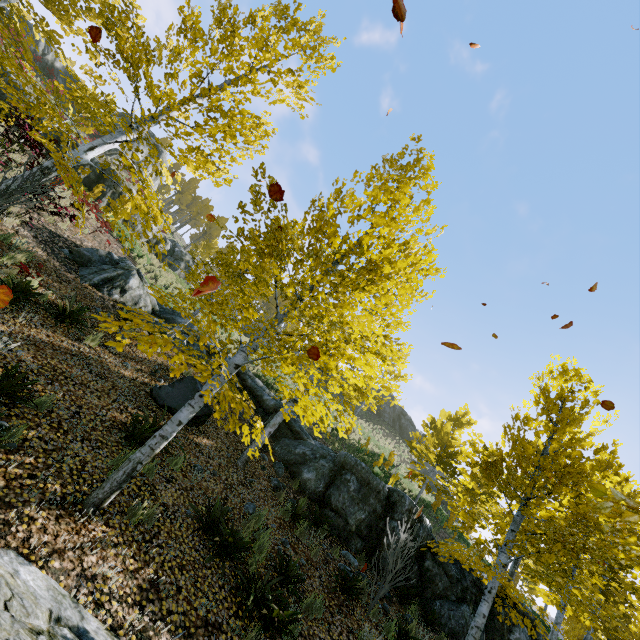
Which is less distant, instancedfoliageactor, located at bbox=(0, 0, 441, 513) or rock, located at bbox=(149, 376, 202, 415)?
instancedfoliageactor, located at bbox=(0, 0, 441, 513)

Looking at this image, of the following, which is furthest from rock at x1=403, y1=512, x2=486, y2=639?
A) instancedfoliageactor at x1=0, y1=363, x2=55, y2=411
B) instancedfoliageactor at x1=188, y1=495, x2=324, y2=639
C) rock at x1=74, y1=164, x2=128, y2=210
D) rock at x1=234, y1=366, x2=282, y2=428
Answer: rock at x1=74, y1=164, x2=128, y2=210

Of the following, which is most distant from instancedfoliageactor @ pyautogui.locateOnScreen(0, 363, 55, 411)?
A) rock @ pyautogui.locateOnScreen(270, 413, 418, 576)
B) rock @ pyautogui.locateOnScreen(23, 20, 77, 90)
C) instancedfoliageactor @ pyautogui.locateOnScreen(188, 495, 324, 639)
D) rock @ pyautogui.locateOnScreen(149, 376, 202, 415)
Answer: rock @ pyautogui.locateOnScreen(23, 20, 77, 90)

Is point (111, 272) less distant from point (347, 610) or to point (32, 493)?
point (32, 493)

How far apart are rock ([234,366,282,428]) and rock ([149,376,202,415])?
3.7m

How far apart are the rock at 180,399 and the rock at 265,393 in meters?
3.7 m

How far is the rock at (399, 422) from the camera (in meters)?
43.56
